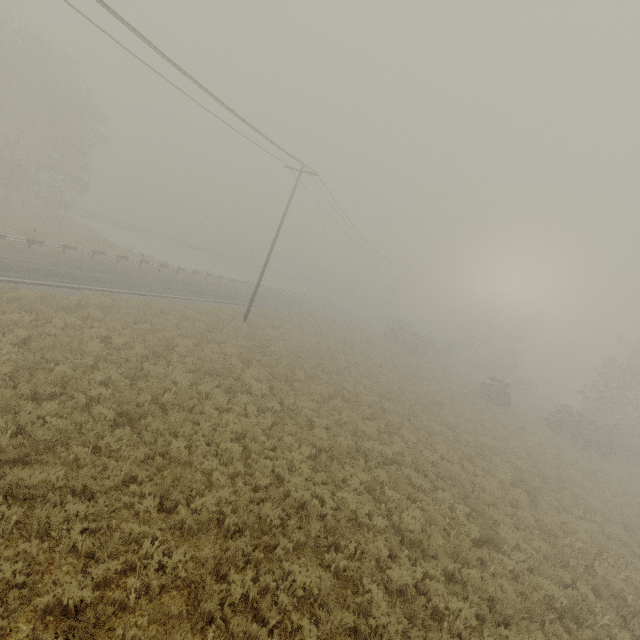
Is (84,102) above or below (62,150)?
above
